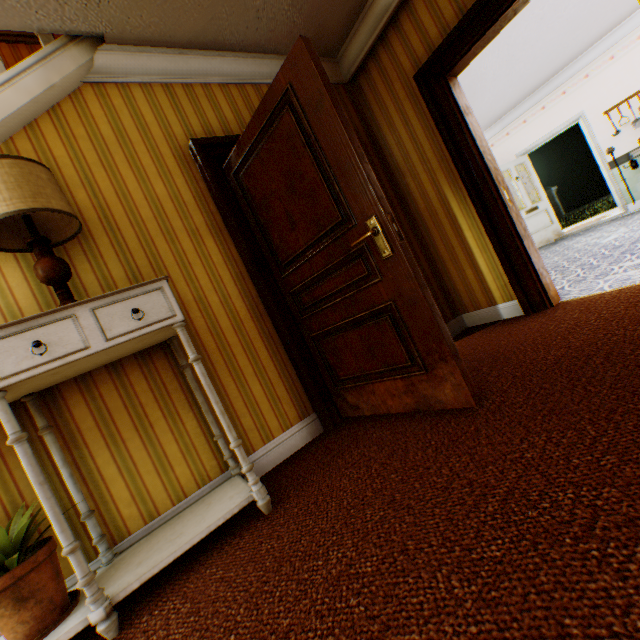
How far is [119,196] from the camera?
2.2 meters

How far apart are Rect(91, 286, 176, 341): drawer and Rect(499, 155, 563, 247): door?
8.2m

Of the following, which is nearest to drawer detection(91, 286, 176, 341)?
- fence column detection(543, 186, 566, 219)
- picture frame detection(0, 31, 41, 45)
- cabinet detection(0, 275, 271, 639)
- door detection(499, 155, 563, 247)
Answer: cabinet detection(0, 275, 271, 639)

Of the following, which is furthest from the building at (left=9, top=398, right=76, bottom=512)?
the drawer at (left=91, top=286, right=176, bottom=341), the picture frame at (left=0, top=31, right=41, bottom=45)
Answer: the drawer at (left=91, top=286, right=176, bottom=341)

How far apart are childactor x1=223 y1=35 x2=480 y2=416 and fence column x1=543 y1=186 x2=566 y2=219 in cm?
2278

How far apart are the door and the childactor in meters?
7.1

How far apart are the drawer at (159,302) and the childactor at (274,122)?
0.98m

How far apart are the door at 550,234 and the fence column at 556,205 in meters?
14.8 m
